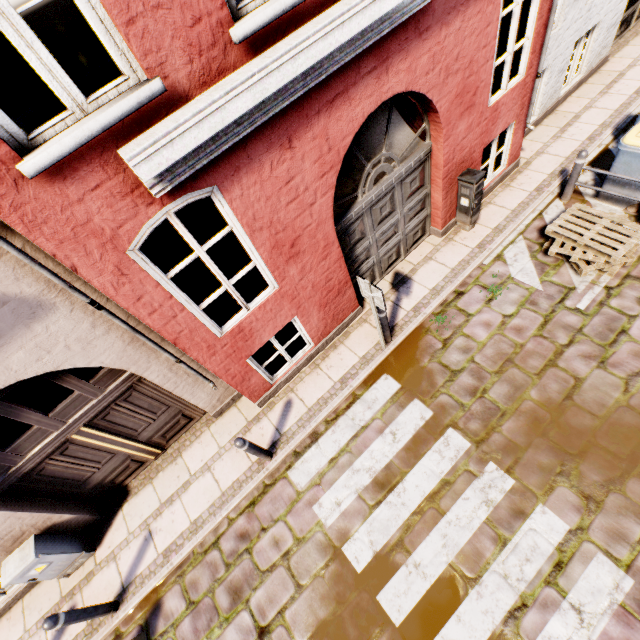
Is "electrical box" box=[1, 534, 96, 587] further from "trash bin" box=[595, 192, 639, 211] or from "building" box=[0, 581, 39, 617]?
"trash bin" box=[595, 192, 639, 211]

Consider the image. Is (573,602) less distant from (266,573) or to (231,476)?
(266,573)

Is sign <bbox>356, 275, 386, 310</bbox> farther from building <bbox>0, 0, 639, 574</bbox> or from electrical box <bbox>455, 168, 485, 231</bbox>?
electrical box <bbox>455, 168, 485, 231</bbox>

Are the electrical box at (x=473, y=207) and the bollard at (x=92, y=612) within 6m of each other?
no

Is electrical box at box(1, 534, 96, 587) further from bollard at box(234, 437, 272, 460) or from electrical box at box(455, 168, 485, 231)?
electrical box at box(455, 168, 485, 231)

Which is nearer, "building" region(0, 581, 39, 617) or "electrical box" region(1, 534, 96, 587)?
"electrical box" region(1, 534, 96, 587)

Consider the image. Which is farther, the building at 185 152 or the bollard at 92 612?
the bollard at 92 612

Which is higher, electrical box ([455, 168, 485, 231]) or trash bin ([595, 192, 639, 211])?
electrical box ([455, 168, 485, 231])
